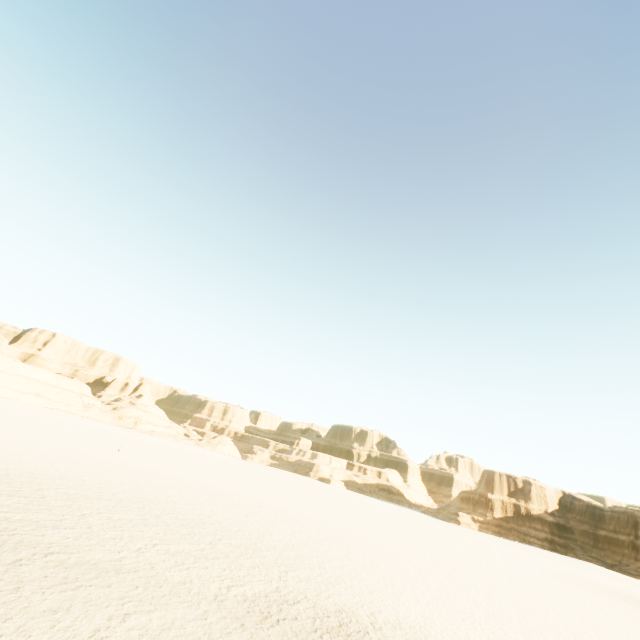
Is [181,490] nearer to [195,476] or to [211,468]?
[195,476]
